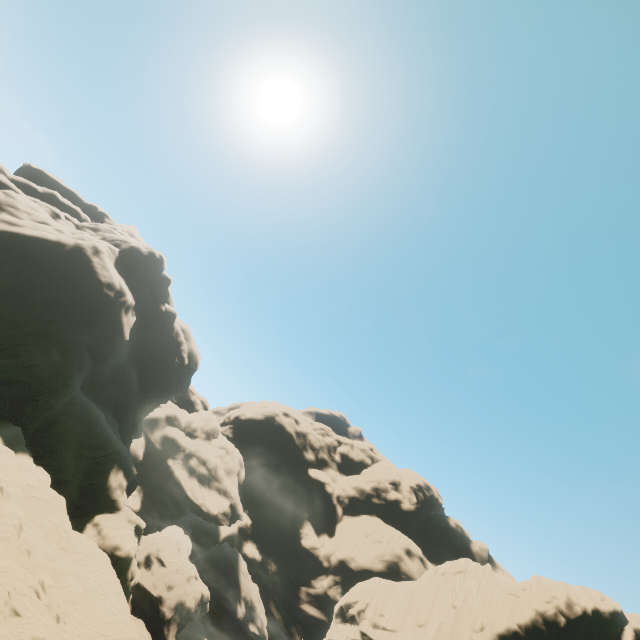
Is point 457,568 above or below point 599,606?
above

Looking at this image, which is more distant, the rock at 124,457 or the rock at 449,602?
the rock at 449,602

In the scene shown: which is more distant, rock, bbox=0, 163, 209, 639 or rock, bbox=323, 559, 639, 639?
rock, bbox=323, 559, 639, 639
